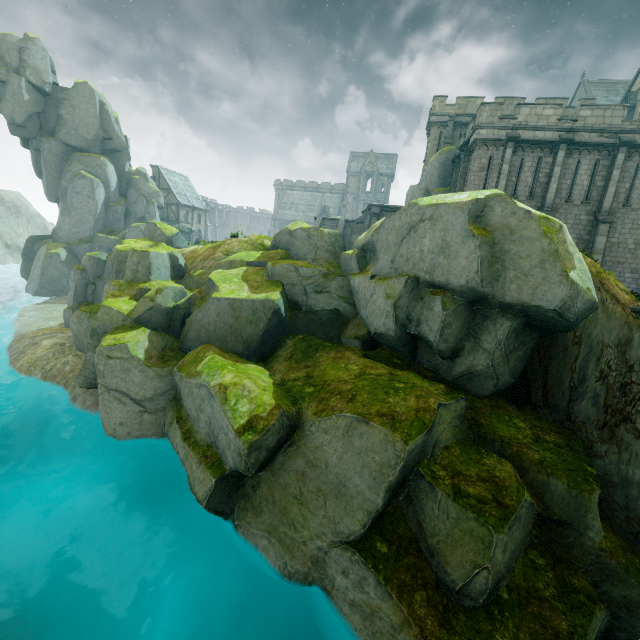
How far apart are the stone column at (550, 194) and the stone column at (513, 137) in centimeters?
206cm

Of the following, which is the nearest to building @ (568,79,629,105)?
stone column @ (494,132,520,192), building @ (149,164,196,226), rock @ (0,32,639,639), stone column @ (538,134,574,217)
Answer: building @ (149,164,196,226)

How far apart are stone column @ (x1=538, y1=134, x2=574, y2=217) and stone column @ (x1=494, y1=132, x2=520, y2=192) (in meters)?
2.06

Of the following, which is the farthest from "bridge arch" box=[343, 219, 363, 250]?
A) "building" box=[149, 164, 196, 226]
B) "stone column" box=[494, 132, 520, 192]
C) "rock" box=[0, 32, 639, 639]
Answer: "building" box=[149, 164, 196, 226]

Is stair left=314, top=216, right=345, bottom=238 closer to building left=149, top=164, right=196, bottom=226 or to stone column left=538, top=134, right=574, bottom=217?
stone column left=538, top=134, right=574, bottom=217

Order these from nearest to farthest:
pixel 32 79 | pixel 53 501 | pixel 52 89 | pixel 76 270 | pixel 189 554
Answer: pixel 189 554, pixel 53 501, pixel 76 270, pixel 32 79, pixel 52 89

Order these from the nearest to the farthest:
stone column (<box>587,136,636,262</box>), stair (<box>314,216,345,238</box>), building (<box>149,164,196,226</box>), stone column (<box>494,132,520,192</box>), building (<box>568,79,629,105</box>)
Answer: stone column (<box>587,136,636,262</box>), stone column (<box>494,132,520,192</box>), stair (<box>314,216,345,238</box>), building (<box>568,79,629,105</box>), building (<box>149,164,196,226</box>)

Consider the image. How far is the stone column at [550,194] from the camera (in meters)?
19.51
